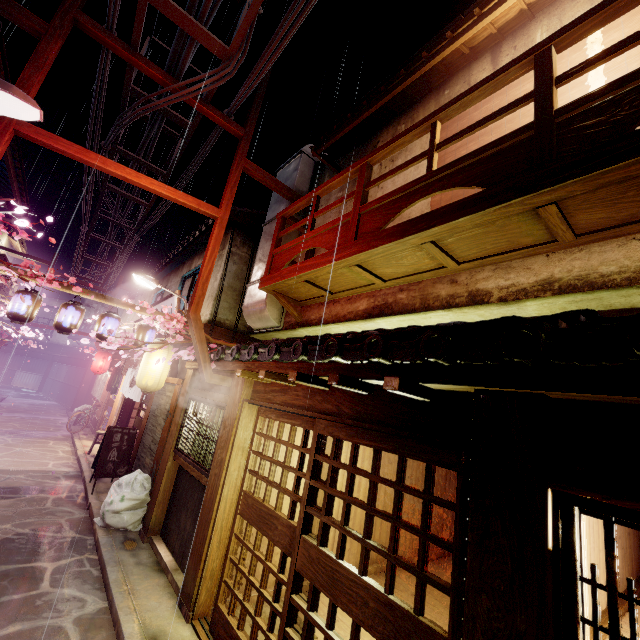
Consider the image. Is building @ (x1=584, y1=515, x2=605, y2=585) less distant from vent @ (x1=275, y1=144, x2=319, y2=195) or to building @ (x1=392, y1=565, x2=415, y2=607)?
building @ (x1=392, y1=565, x2=415, y2=607)

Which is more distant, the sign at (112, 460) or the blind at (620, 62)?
the sign at (112, 460)

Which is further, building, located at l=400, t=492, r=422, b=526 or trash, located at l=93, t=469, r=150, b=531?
building, located at l=400, t=492, r=422, b=526

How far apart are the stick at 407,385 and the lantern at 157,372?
11.3 meters

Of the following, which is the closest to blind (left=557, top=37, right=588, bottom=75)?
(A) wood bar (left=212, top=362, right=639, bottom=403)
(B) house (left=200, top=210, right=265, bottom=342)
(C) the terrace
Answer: (C) the terrace

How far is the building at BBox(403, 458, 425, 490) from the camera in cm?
1363

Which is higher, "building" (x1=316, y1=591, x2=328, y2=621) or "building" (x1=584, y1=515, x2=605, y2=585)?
"building" (x1=584, y1=515, x2=605, y2=585)

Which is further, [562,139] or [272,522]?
[272,522]
